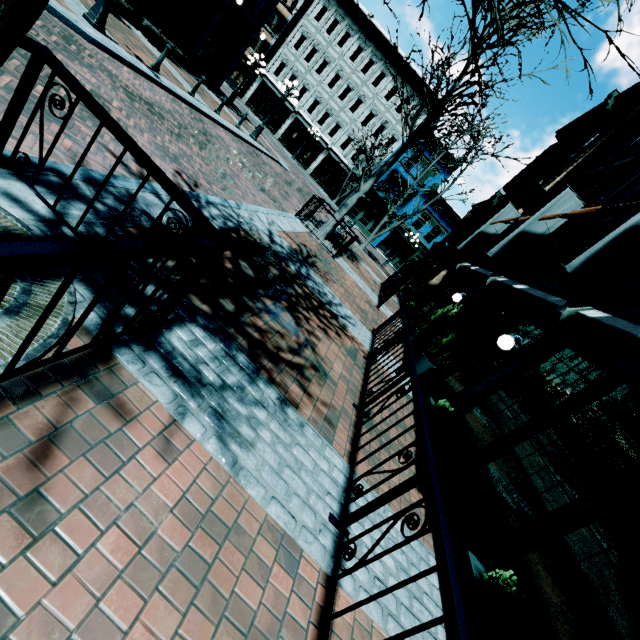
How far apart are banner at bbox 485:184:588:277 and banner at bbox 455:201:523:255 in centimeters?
485cm

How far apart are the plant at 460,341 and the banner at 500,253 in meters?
4.3

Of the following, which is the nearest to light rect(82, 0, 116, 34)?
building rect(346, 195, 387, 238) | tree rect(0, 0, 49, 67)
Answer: tree rect(0, 0, 49, 67)

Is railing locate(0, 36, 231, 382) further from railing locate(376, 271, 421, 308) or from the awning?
railing locate(376, 271, 421, 308)

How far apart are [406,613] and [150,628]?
2.24m

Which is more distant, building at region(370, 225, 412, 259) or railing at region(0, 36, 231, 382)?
building at region(370, 225, 412, 259)

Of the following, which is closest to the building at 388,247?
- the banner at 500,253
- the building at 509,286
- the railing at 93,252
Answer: the building at 509,286

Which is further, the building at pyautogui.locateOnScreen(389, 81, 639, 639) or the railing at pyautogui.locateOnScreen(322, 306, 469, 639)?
the building at pyautogui.locateOnScreen(389, 81, 639, 639)
